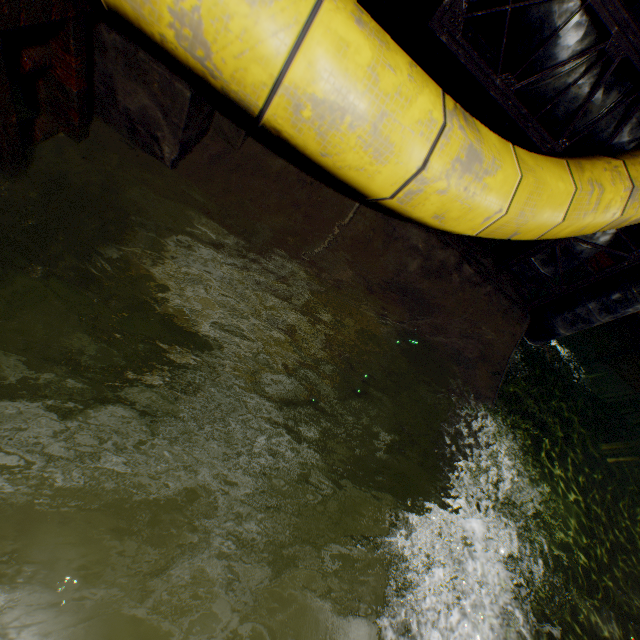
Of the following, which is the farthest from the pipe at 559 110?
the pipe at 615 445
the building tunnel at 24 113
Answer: the pipe at 615 445

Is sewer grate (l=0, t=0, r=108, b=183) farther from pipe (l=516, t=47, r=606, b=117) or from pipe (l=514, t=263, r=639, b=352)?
pipe (l=514, t=263, r=639, b=352)

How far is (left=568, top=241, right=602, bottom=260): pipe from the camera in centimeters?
301cm

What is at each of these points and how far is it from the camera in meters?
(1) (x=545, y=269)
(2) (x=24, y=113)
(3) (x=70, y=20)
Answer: (1) pipe, 3.3 m
(2) building tunnel, 1.3 m
(3) sewer grate, 1.0 m

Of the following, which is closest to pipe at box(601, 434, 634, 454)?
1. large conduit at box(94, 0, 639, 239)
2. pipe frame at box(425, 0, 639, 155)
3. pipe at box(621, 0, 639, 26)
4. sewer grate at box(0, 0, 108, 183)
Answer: large conduit at box(94, 0, 639, 239)

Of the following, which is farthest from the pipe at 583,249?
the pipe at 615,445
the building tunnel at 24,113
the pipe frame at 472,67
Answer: the pipe at 615,445

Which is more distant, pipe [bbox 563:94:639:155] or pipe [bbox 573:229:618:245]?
pipe [bbox 573:229:618:245]
